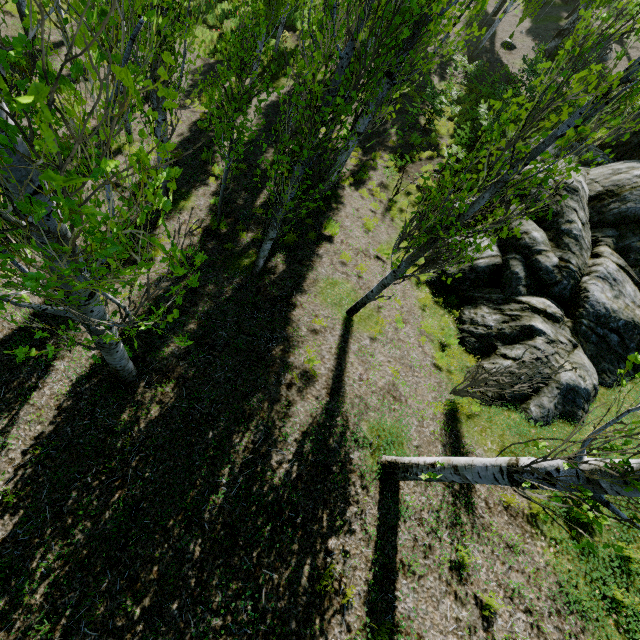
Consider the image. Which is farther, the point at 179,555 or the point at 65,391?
the point at 65,391

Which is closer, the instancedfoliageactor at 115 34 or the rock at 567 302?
the instancedfoliageactor at 115 34

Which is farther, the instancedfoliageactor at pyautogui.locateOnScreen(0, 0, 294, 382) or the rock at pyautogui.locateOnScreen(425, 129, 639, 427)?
the rock at pyautogui.locateOnScreen(425, 129, 639, 427)

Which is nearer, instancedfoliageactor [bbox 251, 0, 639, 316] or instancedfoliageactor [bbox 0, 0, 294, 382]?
instancedfoliageactor [bbox 0, 0, 294, 382]

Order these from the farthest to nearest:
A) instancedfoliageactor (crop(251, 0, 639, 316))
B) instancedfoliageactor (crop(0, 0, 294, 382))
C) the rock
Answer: the rock → instancedfoliageactor (crop(251, 0, 639, 316)) → instancedfoliageactor (crop(0, 0, 294, 382))

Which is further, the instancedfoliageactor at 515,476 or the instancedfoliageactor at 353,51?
the instancedfoliageactor at 353,51
